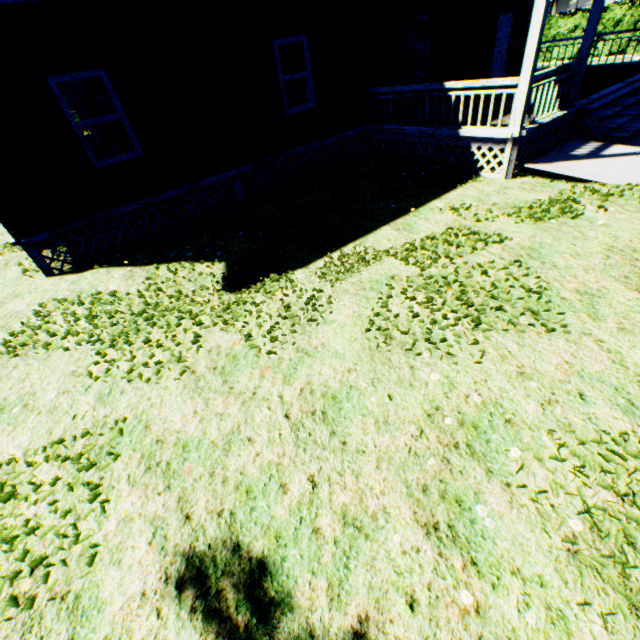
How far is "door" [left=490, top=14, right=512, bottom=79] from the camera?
12.42m

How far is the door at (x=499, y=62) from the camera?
12.4m

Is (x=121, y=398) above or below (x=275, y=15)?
below

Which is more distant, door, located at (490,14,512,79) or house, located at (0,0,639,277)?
door, located at (490,14,512,79)

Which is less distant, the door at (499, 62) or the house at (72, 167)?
the house at (72, 167)
